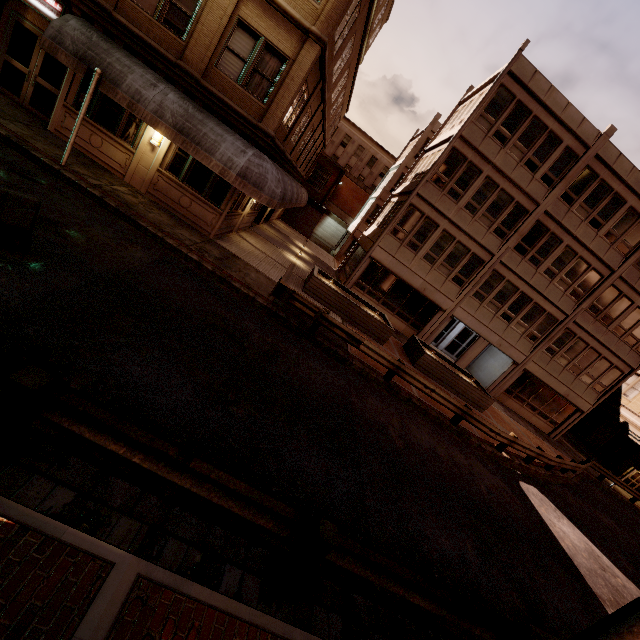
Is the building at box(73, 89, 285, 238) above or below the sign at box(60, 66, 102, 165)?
below

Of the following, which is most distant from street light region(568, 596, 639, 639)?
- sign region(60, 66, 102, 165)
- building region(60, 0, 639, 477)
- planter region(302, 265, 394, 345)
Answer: sign region(60, 66, 102, 165)

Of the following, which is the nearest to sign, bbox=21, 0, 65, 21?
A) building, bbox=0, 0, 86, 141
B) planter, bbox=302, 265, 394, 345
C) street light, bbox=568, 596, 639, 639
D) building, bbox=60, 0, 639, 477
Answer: building, bbox=0, 0, 86, 141

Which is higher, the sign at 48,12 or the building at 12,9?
the sign at 48,12

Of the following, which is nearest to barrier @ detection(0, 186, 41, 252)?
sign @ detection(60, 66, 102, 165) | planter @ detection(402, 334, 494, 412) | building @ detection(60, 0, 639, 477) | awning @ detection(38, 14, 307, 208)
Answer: sign @ detection(60, 66, 102, 165)

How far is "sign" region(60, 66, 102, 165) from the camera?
9.4 meters

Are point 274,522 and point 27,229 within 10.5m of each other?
yes

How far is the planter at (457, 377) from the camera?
16.7m
